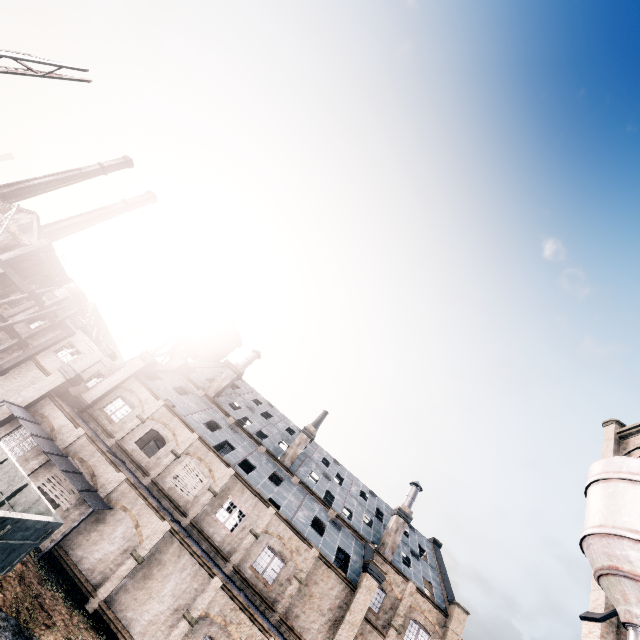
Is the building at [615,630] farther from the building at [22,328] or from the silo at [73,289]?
the silo at [73,289]

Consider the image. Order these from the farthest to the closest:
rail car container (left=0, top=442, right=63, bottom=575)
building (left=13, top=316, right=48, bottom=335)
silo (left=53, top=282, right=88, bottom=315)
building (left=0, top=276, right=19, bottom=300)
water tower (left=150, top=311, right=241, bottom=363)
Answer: silo (left=53, top=282, right=88, bottom=315) → building (left=0, top=276, right=19, bottom=300) → water tower (left=150, top=311, right=241, bottom=363) → building (left=13, top=316, right=48, bottom=335) → rail car container (left=0, top=442, right=63, bottom=575)

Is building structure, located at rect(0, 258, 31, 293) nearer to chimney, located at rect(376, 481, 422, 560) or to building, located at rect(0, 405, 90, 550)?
building, located at rect(0, 405, 90, 550)

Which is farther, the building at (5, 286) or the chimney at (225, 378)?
the building at (5, 286)

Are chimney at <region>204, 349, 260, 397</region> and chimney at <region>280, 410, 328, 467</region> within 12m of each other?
yes

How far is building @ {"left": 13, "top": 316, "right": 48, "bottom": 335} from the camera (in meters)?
31.86

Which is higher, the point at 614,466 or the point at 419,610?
the point at 614,466

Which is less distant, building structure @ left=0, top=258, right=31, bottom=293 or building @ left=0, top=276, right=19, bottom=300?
building structure @ left=0, top=258, right=31, bottom=293
